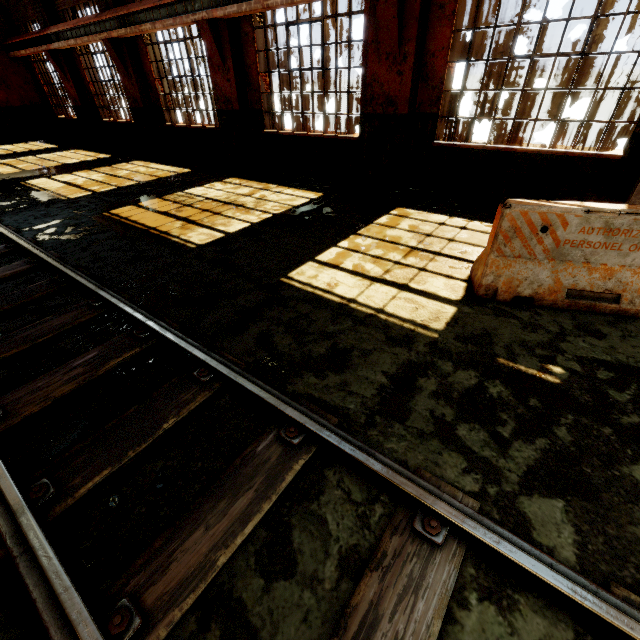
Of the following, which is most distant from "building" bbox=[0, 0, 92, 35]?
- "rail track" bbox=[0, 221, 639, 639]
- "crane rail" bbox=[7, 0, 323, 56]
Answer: "rail track" bbox=[0, 221, 639, 639]

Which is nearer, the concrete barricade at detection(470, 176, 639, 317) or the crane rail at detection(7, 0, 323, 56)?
the concrete barricade at detection(470, 176, 639, 317)

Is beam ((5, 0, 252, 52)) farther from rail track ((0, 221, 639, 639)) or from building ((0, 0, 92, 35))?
rail track ((0, 221, 639, 639))

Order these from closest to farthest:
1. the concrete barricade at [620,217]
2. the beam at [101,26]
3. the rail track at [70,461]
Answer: the rail track at [70,461]
the concrete barricade at [620,217]
the beam at [101,26]

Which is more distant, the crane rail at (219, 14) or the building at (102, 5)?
the building at (102, 5)

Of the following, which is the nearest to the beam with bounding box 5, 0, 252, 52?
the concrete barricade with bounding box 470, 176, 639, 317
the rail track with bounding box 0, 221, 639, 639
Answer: the concrete barricade with bounding box 470, 176, 639, 317

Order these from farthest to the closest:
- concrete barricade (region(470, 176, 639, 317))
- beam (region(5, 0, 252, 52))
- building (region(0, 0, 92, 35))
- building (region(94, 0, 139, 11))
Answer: building (region(0, 0, 92, 35))
building (region(94, 0, 139, 11))
beam (region(5, 0, 252, 52))
concrete barricade (region(470, 176, 639, 317))

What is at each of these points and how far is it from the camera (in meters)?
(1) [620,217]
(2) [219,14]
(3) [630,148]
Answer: (1) concrete barricade, 3.08
(2) crane rail, 7.53
(3) building, 5.16
